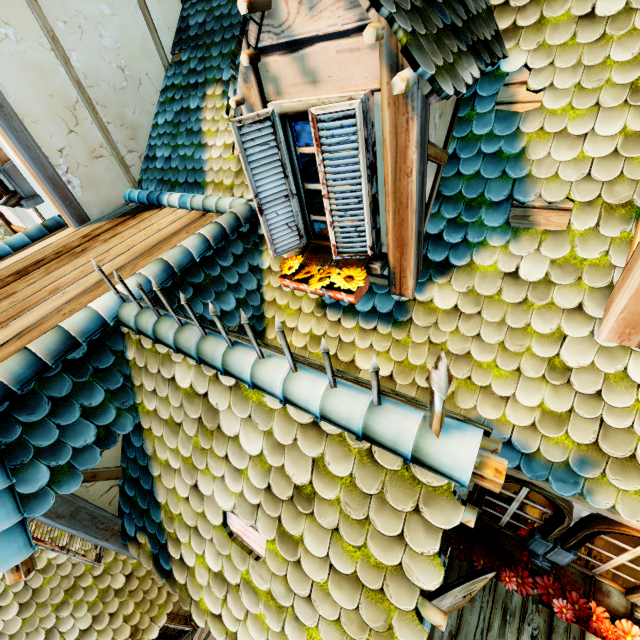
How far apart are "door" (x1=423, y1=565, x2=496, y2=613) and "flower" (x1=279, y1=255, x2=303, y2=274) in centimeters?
246cm

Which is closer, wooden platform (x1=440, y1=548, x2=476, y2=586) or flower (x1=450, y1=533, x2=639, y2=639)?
flower (x1=450, y1=533, x2=639, y2=639)

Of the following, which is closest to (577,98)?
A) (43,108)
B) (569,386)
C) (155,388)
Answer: (569,386)

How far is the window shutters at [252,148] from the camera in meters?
2.4

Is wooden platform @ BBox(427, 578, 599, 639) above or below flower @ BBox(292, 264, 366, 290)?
below

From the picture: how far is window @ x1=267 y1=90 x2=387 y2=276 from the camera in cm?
218

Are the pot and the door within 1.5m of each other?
no

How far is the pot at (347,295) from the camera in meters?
2.7
